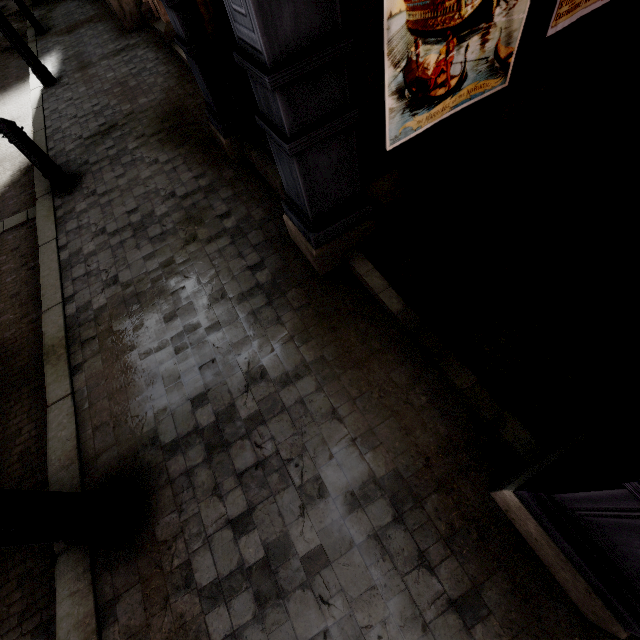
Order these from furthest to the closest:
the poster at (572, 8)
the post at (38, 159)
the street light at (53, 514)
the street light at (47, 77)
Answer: the street light at (47, 77) < the post at (38, 159) < the poster at (572, 8) < the street light at (53, 514)

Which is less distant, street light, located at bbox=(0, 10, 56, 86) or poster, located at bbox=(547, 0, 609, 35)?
poster, located at bbox=(547, 0, 609, 35)

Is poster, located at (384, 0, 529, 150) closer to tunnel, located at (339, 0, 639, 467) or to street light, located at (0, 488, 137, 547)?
tunnel, located at (339, 0, 639, 467)

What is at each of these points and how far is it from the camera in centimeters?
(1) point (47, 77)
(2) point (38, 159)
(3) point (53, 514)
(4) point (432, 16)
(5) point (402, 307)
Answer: (1) street light, 737cm
(2) post, 448cm
(3) street light, 178cm
(4) poster, 205cm
(5) tunnel, 262cm

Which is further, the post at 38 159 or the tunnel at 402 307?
the post at 38 159

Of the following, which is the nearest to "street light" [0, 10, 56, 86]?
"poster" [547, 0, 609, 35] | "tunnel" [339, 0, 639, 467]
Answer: "tunnel" [339, 0, 639, 467]

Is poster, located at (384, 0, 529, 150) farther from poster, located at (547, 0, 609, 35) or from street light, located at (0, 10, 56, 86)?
→ street light, located at (0, 10, 56, 86)

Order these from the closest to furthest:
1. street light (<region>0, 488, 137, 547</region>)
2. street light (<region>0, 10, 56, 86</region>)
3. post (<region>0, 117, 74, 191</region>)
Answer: street light (<region>0, 488, 137, 547</region>) < post (<region>0, 117, 74, 191</region>) < street light (<region>0, 10, 56, 86</region>)
